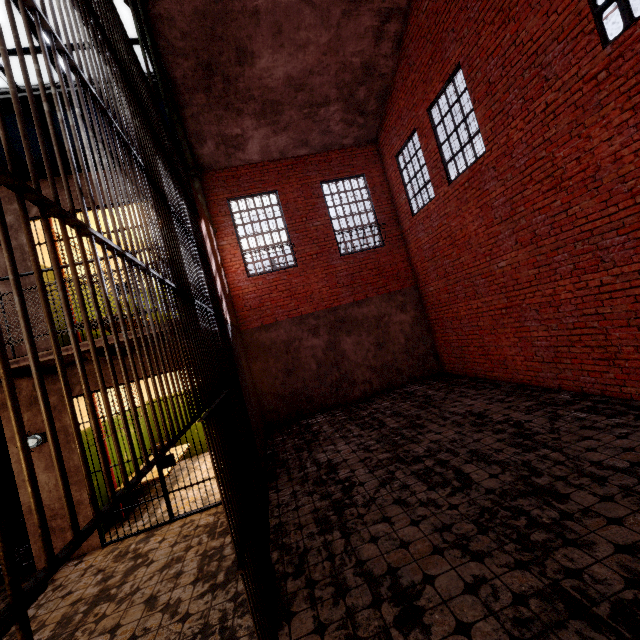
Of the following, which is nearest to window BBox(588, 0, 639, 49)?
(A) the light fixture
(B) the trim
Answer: (B) the trim

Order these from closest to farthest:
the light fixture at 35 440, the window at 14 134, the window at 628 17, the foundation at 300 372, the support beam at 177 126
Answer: the window at 628 17, the light fixture at 35 440, the support beam at 177 126, the window at 14 134, the foundation at 300 372

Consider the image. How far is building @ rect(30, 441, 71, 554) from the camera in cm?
492

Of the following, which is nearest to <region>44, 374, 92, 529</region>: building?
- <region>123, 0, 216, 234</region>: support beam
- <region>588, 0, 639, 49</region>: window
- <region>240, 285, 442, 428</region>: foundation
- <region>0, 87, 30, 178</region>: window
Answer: <region>123, 0, 216, 234</region>: support beam

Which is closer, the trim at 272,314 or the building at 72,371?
the building at 72,371

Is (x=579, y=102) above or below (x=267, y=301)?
above

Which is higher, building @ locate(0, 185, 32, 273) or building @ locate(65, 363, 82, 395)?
building @ locate(0, 185, 32, 273)
